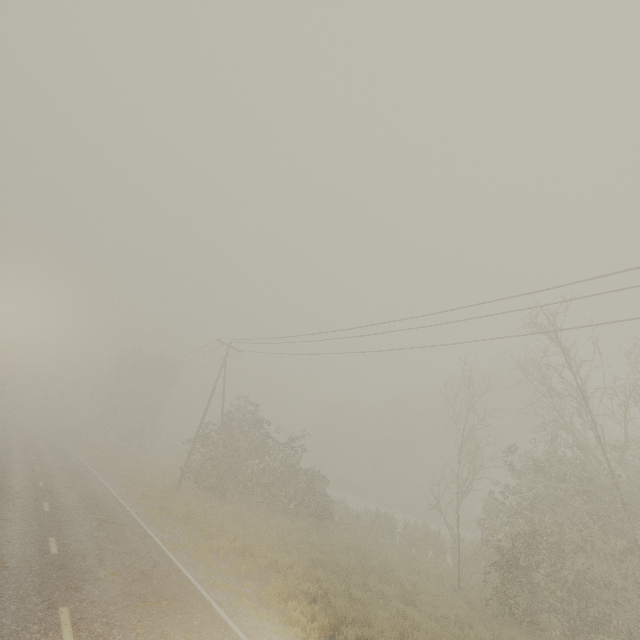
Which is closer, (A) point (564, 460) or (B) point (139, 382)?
(A) point (564, 460)
